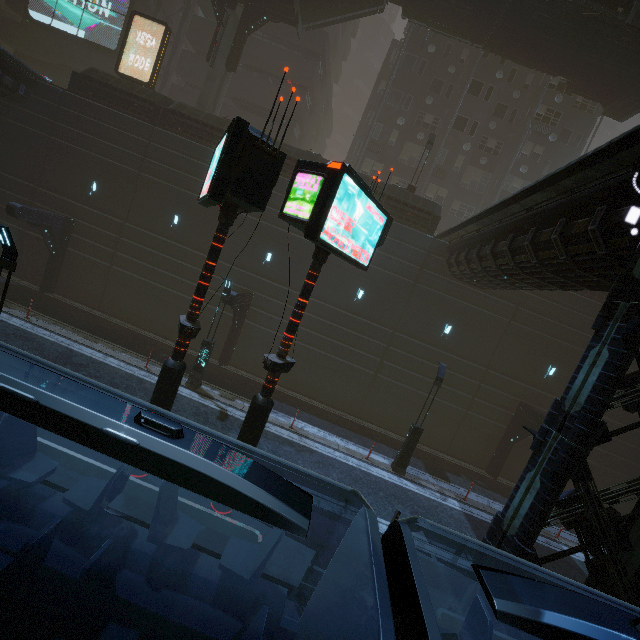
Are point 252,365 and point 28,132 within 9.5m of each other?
no

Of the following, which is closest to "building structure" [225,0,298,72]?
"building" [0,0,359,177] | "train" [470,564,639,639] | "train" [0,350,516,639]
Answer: "building" [0,0,359,177]

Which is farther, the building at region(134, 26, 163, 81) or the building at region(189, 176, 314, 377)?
the building at region(134, 26, 163, 81)

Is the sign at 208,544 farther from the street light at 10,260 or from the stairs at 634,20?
the stairs at 634,20

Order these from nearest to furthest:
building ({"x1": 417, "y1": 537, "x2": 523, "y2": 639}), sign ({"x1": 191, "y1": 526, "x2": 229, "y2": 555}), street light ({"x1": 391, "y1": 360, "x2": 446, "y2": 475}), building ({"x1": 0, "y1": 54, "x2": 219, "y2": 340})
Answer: building ({"x1": 417, "y1": 537, "x2": 523, "y2": 639})
sign ({"x1": 191, "y1": 526, "x2": 229, "y2": 555})
street light ({"x1": 391, "y1": 360, "x2": 446, "y2": 475})
building ({"x1": 0, "y1": 54, "x2": 219, "y2": 340})

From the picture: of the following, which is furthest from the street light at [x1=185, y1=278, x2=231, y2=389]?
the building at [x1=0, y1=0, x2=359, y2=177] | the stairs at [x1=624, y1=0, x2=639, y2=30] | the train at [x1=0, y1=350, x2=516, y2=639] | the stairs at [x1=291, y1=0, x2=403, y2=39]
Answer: the stairs at [x1=624, y1=0, x2=639, y2=30]

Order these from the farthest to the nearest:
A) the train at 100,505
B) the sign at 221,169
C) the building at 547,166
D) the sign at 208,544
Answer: the building at 547,166, the sign at 208,544, the sign at 221,169, the train at 100,505

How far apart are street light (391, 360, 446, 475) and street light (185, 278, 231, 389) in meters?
10.1
